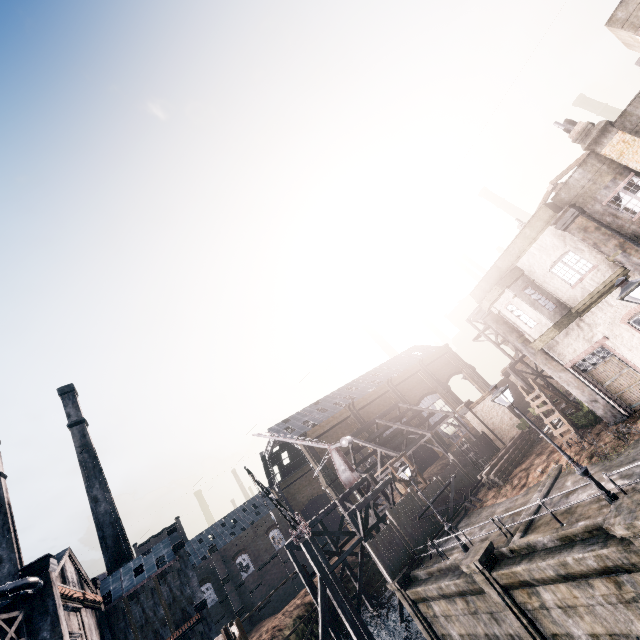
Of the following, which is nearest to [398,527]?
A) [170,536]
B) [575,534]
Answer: [575,534]

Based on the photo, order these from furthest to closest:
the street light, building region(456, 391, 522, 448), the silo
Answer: building region(456, 391, 522, 448) < the silo < the street light

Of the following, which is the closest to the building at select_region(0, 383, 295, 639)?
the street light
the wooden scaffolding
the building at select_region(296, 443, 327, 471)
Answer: the wooden scaffolding

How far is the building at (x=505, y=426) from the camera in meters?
31.7 m

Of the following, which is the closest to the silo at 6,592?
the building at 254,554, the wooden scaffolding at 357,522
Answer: the building at 254,554

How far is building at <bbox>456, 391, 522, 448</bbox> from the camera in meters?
31.7

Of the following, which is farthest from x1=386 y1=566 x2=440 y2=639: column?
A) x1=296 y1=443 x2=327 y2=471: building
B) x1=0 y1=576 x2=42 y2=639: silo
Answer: x1=296 y1=443 x2=327 y2=471: building

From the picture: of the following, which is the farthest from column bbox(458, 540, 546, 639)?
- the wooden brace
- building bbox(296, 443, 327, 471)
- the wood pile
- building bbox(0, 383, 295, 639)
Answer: building bbox(296, 443, 327, 471)
